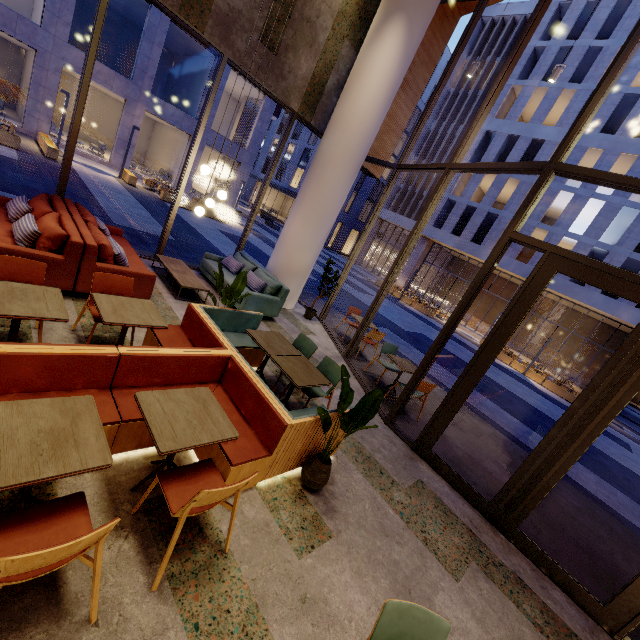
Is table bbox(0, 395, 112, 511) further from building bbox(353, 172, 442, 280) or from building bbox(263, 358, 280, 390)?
building bbox(353, 172, 442, 280)

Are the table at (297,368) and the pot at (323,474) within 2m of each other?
→ yes

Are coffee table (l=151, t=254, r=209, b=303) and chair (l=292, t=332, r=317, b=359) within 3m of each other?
yes

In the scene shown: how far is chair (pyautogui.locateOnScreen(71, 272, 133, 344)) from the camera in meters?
3.8 m

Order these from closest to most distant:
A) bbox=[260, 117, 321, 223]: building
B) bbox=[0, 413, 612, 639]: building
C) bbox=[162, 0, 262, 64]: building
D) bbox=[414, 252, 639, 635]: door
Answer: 1. bbox=[0, 413, 612, 639]: building
2. bbox=[414, 252, 639, 635]: door
3. bbox=[162, 0, 262, 64]: building
4. bbox=[260, 117, 321, 223]: building

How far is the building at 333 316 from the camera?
8.83m

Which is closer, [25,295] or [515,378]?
[25,295]

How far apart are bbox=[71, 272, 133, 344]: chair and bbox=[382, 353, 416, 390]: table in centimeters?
461cm
